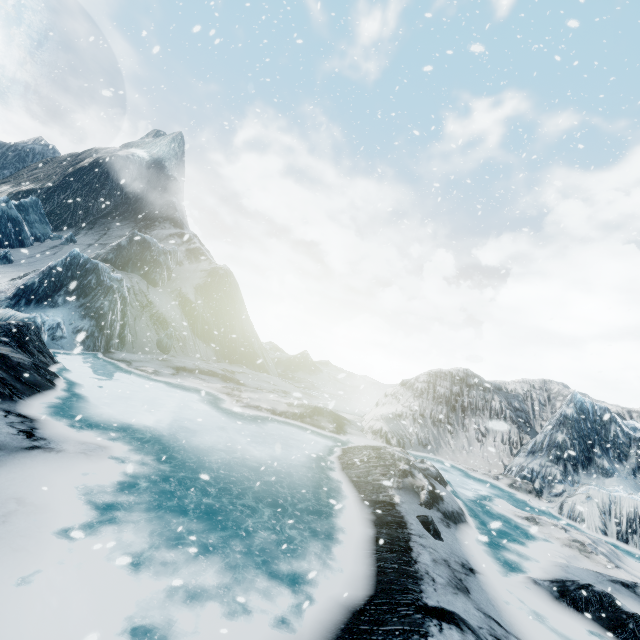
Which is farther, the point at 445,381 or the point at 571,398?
the point at 445,381
